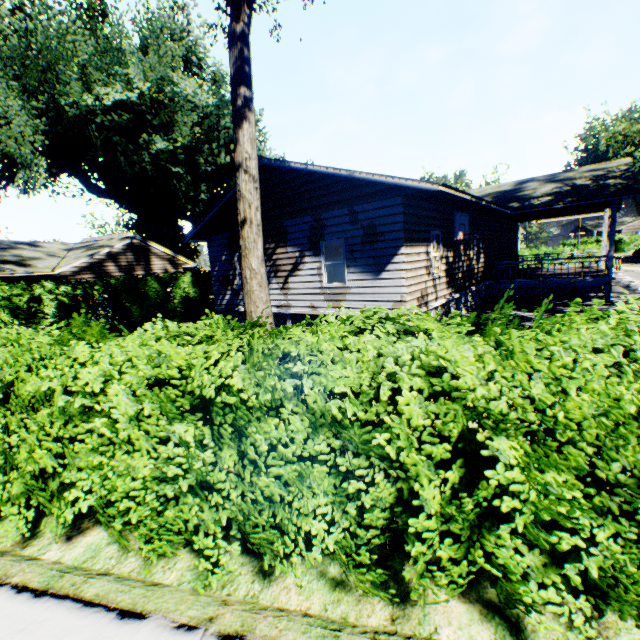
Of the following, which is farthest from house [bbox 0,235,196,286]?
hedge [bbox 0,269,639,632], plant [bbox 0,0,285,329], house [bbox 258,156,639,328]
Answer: house [bbox 258,156,639,328]

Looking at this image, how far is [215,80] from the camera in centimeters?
3456cm

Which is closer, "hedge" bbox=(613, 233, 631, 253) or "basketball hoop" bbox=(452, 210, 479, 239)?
"basketball hoop" bbox=(452, 210, 479, 239)

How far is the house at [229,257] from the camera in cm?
1392

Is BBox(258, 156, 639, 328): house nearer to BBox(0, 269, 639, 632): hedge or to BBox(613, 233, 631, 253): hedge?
BBox(0, 269, 639, 632): hedge

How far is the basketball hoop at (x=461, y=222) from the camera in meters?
11.7 m

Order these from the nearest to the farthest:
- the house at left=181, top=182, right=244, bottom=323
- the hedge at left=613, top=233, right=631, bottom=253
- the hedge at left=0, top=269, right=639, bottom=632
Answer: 1. the hedge at left=0, top=269, right=639, bottom=632
2. the house at left=181, top=182, right=244, bottom=323
3. the hedge at left=613, top=233, right=631, bottom=253

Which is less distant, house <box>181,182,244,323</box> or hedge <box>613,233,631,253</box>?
house <box>181,182,244,323</box>
